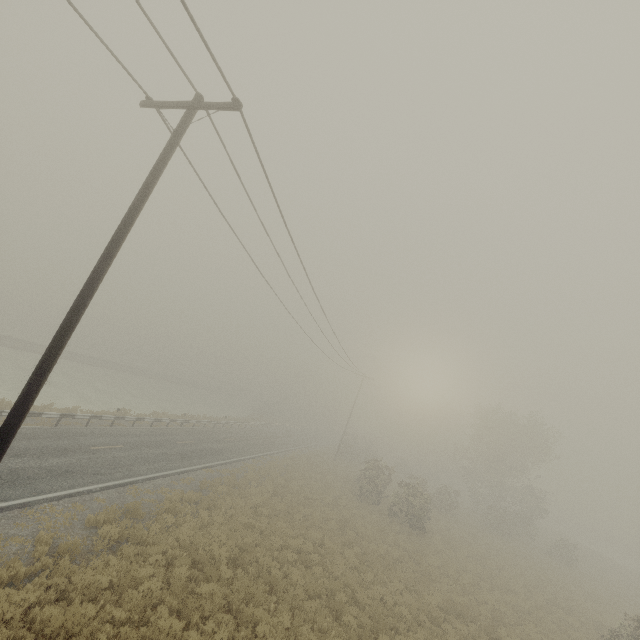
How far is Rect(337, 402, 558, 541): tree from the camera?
27.39m

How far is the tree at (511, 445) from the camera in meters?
27.4 m

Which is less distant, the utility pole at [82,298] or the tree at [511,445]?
the utility pole at [82,298]

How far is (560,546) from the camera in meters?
31.2

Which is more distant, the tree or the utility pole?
the tree
